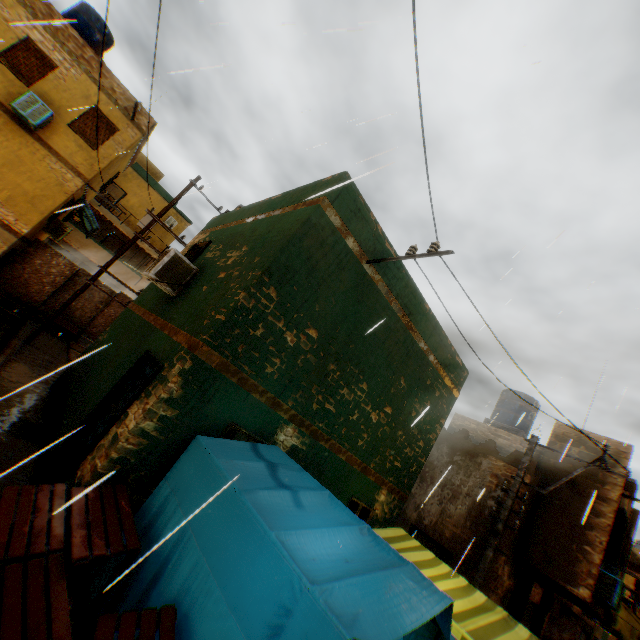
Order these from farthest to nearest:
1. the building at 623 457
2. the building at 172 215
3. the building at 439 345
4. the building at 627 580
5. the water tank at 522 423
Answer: the building at 172 215, the water tank at 522 423, the building at 627 580, the building at 623 457, the building at 439 345

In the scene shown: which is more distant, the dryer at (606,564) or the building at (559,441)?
the building at (559,441)

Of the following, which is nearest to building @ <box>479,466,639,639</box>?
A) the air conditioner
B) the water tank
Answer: the air conditioner

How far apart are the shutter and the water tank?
5.8 meters

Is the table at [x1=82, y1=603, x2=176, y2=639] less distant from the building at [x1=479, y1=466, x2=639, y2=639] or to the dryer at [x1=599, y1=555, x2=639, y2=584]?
the building at [x1=479, y1=466, x2=639, y2=639]

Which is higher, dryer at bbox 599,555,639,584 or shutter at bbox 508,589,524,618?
dryer at bbox 599,555,639,584

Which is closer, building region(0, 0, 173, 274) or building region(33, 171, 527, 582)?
building region(33, 171, 527, 582)

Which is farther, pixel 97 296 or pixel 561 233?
pixel 97 296
